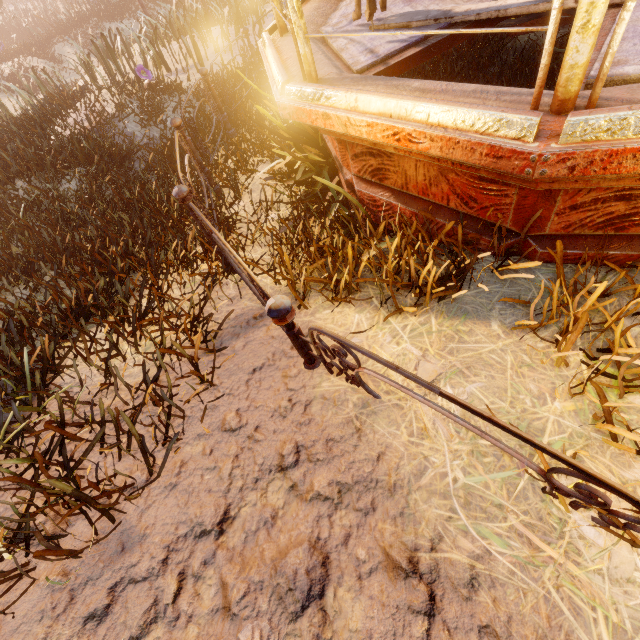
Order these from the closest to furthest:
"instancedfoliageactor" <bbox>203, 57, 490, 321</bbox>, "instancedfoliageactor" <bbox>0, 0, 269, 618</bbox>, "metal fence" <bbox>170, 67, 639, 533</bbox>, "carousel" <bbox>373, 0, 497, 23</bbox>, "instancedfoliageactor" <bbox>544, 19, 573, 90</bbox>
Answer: "metal fence" <bbox>170, 67, 639, 533</bbox>
"instancedfoliageactor" <bbox>0, 0, 269, 618</bbox>
"instancedfoliageactor" <bbox>203, 57, 490, 321</bbox>
"carousel" <bbox>373, 0, 497, 23</bbox>
"instancedfoliageactor" <bbox>544, 19, 573, 90</bbox>

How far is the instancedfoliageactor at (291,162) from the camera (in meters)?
2.55

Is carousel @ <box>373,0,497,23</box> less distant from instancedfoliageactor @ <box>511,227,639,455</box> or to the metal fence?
instancedfoliageactor @ <box>511,227,639,455</box>

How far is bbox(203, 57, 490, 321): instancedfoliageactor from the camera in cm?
255

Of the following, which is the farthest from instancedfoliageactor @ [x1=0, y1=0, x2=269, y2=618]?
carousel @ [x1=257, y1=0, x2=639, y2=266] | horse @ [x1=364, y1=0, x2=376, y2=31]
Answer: horse @ [x1=364, y1=0, x2=376, y2=31]

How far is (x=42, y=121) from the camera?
7.0 meters

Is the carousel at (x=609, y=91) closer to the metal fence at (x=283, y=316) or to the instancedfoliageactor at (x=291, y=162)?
the instancedfoliageactor at (x=291, y=162)
